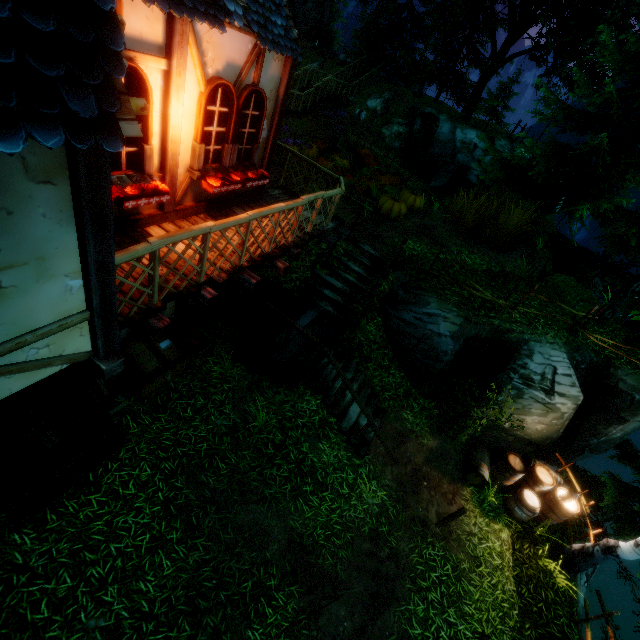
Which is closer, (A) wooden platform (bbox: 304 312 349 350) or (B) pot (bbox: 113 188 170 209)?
(B) pot (bbox: 113 188 170 209)

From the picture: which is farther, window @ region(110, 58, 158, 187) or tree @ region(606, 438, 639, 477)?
tree @ region(606, 438, 639, 477)

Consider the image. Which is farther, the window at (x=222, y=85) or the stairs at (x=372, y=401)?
the stairs at (x=372, y=401)

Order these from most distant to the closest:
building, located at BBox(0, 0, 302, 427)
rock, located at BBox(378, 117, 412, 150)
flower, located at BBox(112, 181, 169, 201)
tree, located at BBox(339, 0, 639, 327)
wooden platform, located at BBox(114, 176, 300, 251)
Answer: rock, located at BBox(378, 117, 412, 150)
tree, located at BBox(339, 0, 639, 327)
wooden platform, located at BBox(114, 176, 300, 251)
flower, located at BBox(112, 181, 169, 201)
building, located at BBox(0, 0, 302, 427)

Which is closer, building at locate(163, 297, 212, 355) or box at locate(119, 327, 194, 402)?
box at locate(119, 327, 194, 402)

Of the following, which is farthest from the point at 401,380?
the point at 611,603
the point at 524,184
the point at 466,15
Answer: the point at 611,603

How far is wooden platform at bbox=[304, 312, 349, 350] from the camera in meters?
8.4 m

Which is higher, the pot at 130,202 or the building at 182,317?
the pot at 130,202
